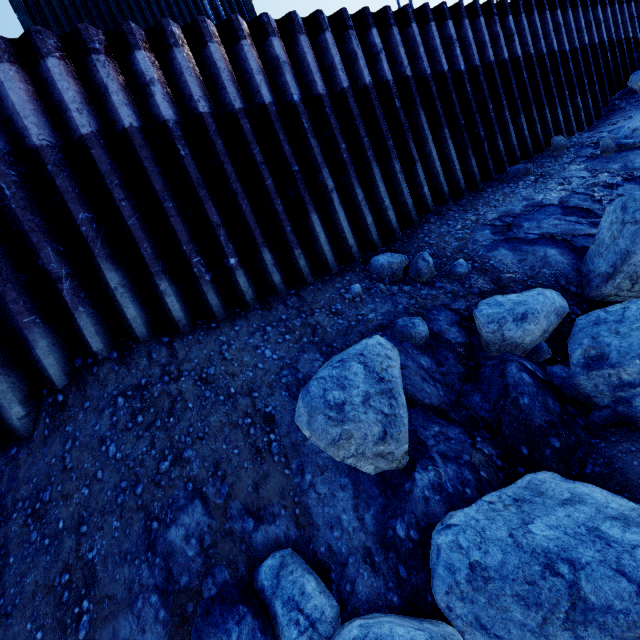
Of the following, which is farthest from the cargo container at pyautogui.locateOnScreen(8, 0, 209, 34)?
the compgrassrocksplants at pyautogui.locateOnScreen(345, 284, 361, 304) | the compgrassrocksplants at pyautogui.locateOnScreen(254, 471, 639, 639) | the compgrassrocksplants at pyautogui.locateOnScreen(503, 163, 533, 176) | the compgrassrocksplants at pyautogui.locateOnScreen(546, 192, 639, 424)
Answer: the compgrassrocksplants at pyautogui.locateOnScreen(254, 471, 639, 639)

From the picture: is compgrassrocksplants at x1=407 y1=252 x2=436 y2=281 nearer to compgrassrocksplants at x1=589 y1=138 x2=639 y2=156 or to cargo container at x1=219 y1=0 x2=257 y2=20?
compgrassrocksplants at x1=589 y1=138 x2=639 y2=156

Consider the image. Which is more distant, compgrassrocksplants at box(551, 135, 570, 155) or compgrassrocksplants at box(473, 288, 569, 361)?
compgrassrocksplants at box(551, 135, 570, 155)

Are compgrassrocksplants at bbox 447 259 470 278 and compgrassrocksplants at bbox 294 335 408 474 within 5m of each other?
yes

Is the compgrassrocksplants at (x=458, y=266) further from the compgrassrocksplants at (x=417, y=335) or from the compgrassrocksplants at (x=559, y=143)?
the compgrassrocksplants at (x=559, y=143)

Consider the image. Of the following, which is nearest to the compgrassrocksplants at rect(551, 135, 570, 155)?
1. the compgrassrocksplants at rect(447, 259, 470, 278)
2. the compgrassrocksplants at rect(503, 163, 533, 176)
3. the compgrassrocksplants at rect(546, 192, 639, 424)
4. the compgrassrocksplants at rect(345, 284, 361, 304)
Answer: the compgrassrocksplants at rect(503, 163, 533, 176)

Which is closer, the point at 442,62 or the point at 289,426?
the point at 289,426

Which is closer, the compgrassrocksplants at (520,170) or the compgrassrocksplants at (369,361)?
the compgrassrocksplants at (369,361)
